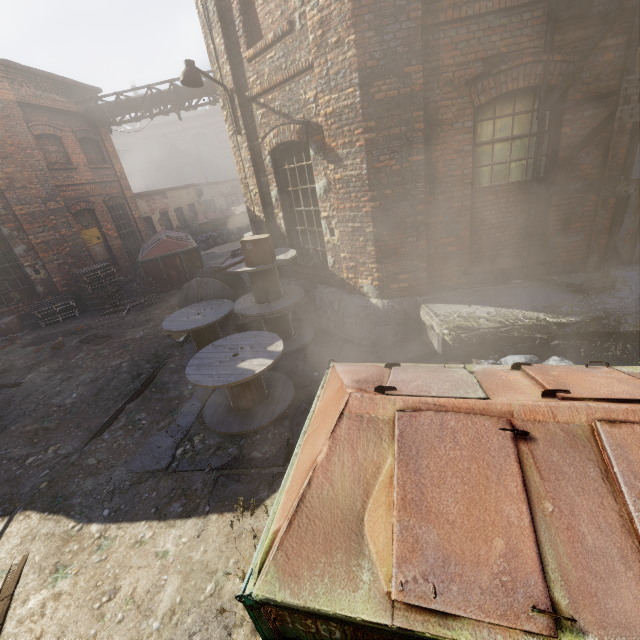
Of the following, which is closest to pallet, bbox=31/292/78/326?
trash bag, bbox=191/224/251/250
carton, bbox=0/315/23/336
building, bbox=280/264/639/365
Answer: carton, bbox=0/315/23/336

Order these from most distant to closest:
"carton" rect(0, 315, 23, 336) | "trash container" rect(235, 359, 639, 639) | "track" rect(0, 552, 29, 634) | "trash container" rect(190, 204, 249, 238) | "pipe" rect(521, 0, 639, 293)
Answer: "trash container" rect(190, 204, 249, 238) → "carton" rect(0, 315, 23, 336) → "pipe" rect(521, 0, 639, 293) → "track" rect(0, 552, 29, 634) → "trash container" rect(235, 359, 639, 639)

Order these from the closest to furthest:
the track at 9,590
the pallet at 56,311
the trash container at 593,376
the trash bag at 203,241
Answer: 1. the trash container at 593,376
2. the track at 9,590
3. the pallet at 56,311
4. the trash bag at 203,241

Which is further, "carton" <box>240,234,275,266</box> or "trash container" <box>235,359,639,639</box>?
"carton" <box>240,234,275,266</box>

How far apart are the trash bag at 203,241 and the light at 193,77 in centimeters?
1310cm

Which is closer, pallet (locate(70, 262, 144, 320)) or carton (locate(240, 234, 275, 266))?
carton (locate(240, 234, 275, 266))

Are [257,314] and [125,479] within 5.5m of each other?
yes

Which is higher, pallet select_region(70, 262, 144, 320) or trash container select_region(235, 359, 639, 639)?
trash container select_region(235, 359, 639, 639)
